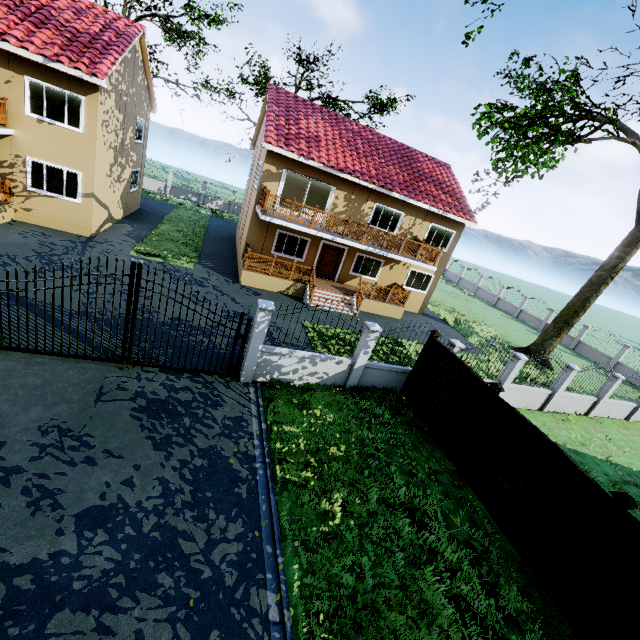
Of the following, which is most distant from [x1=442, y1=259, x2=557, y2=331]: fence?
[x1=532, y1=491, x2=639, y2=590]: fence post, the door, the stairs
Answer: the door

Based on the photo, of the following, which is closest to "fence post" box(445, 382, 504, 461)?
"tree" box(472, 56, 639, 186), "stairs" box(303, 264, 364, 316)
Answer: "stairs" box(303, 264, 364, 316)

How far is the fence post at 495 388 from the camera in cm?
792

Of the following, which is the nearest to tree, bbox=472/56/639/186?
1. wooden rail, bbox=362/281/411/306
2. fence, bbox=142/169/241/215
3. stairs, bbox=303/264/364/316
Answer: fence, bbox=142/169/241/215

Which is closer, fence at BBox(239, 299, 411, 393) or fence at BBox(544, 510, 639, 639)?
fence at BBox(544, 510, 639, 639)

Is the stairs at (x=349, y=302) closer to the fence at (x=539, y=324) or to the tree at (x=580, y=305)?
the fence at (x=539, y=324)

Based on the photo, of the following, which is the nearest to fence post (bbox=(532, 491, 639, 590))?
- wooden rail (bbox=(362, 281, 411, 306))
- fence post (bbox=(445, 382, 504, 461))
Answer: fence post (bbox=(445, 382, 504, 461))

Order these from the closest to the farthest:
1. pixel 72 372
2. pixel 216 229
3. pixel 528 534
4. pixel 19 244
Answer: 1. pixel 528 534
2. pixel 72 372
3. pixel 19 244
4. pixel 216 229
